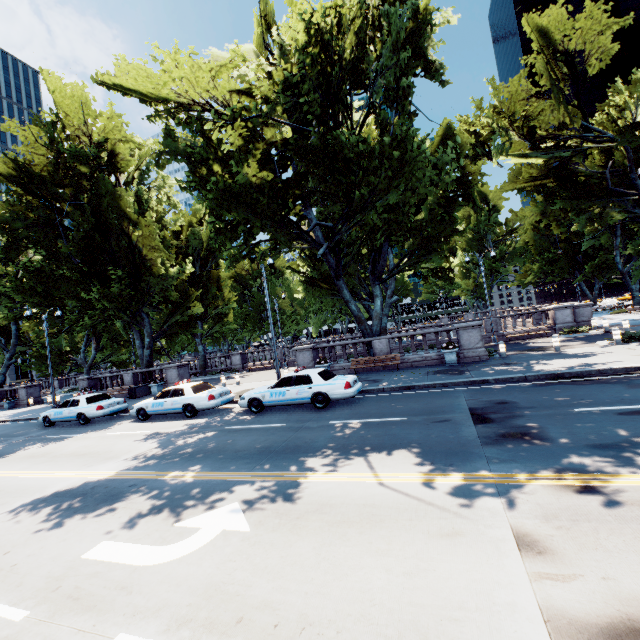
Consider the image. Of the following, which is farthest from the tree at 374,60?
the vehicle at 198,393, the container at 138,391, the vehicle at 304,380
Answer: the vehicle at 198,393

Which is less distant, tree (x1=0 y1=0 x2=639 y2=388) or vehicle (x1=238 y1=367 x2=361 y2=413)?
vehicle (x1=238 y1=367 x2=361 y2=413)

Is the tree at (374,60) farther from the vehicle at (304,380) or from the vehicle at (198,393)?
the vehicle at (198,393)

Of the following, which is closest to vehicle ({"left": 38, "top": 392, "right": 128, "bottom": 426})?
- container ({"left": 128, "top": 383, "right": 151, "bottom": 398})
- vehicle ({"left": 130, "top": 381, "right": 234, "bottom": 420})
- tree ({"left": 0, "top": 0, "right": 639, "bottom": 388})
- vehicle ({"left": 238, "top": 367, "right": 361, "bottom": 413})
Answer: vehicle ({"left": 130, "top": 381, "right": 234, "bottom": 420})

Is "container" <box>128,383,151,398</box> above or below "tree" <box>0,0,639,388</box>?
below

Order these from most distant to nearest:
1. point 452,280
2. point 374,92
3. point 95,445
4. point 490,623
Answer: point 452,280 → point 374,92 → point 95,445 → point 490,623

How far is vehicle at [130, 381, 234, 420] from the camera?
14.6 meters

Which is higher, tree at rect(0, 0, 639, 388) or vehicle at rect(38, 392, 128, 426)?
tree at rect(0, 0, 639, 388)
